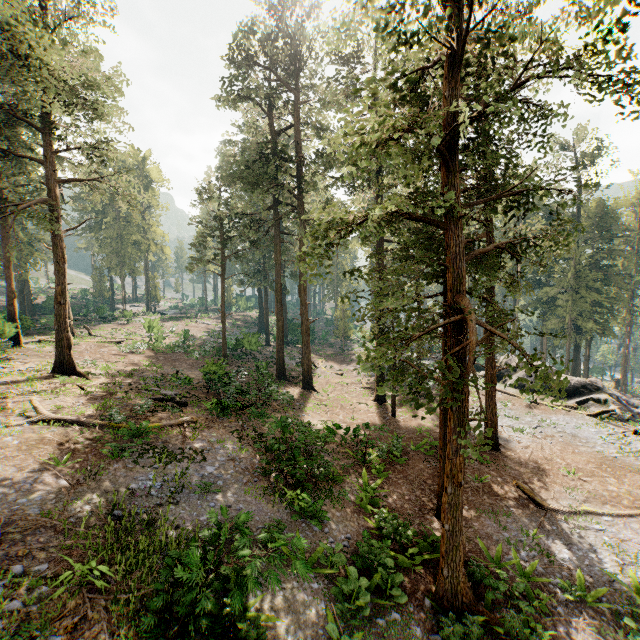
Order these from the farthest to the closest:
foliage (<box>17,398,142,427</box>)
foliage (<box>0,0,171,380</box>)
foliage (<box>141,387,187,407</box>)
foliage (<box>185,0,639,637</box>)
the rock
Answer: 1. the rock
2. foliage (<box>141,387,187,407</box>)
3. foliage (<box>0,0,171,380</box>)
4. foliage (<box>17,398,142,427</box>)
5. foliage (<box>185,0,639,637</box>)

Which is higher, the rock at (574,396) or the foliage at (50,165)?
the foliage at (50,165)

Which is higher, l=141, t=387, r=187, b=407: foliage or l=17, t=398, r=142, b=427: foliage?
l=17, t=398, r=142, b=427: foliage

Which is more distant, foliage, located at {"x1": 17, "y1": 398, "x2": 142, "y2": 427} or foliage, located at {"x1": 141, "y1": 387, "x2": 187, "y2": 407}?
foliage, located at {"x1": 141, "y1": 387, "x2": 187, "y2": 407}

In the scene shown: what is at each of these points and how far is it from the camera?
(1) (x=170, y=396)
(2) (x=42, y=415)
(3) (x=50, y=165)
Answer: (1) foliage, 19.0 meters
(2) foliage, 12.7 meters
(3) foliage, 19.0 meters

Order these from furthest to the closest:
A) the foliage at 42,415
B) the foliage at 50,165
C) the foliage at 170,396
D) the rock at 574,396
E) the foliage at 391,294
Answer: the rock at 574,396
the foliage at 170,396
the foliage at 50,165
the foliage at 42,415
the foliage at 391,294

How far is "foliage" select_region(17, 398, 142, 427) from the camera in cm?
1256
